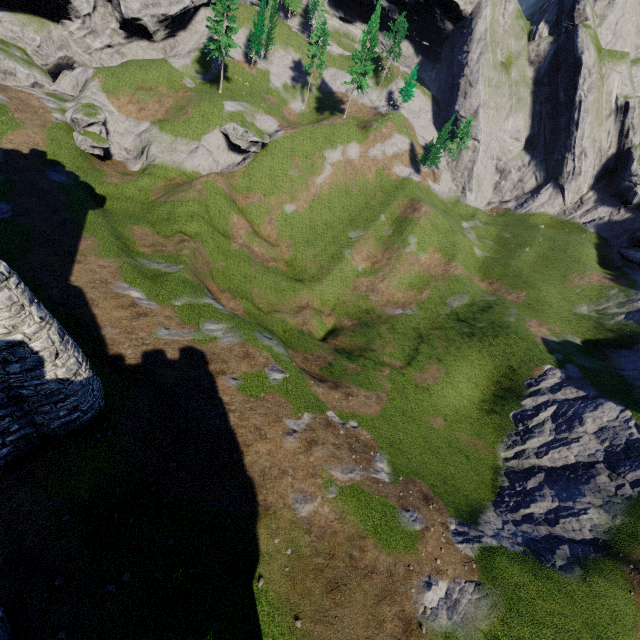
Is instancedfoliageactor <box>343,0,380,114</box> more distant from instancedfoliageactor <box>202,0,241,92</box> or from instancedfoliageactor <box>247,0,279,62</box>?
instancedfoliageactor <box>202,0,241,92</box>

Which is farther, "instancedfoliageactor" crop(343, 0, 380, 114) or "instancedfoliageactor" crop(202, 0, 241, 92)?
"instancedfoliageactor" crop(343, 0, 380, 114)

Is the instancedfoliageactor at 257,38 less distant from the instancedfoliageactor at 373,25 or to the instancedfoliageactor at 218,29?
the instancedfoliageactor at 218,29

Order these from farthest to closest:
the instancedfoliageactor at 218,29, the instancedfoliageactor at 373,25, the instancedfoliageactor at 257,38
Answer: the instancedfoliageactor at 257,38 < the instancedfoliageactor at 373,25 < the instancedfoliageactor at 218,29

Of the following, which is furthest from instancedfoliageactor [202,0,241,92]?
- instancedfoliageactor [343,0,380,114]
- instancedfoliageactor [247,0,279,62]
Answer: instancedfoliageactor [343,0,380,114]

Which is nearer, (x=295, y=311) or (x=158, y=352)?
(x=158, y=352)

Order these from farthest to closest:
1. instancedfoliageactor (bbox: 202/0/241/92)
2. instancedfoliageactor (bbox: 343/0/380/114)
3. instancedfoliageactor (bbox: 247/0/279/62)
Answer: instancedfoliageactor (bbox: 247/0/279/62)
instancedfoliageactor (bbox: 343/0/380/114)
instancedfoliageactor (bbox: 202/0/241/92)
